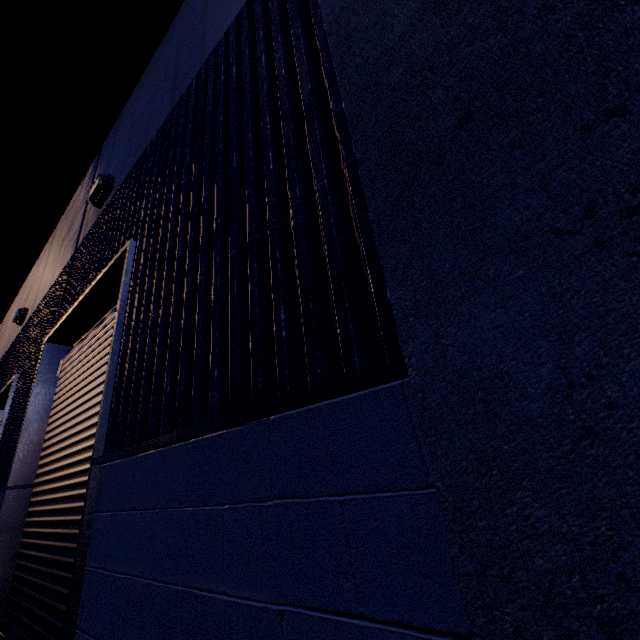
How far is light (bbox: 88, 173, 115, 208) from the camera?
4.5 meters

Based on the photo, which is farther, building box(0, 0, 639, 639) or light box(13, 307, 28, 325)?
light box(13, 307, 28, 325)

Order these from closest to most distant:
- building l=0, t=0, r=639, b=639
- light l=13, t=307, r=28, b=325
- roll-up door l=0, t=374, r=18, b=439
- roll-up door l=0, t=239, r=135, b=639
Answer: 1. building l=0, t=0, r=639, b=639
2. roll-up door l=0, t=239, r=135, b=639
3. roll-up door l=0, t=374, r=18, b=439
4. light l=13, t=307, r=28, b=325

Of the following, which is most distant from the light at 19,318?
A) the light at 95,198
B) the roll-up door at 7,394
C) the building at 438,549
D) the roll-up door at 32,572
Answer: the light at 95,198

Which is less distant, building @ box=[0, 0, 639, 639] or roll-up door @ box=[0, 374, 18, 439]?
building @ box=[0, 0, 639, 639]

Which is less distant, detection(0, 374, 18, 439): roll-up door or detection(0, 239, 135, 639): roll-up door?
detection(0, 239, 135, 639): roll-up door

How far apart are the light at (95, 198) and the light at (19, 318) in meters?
4.5 m

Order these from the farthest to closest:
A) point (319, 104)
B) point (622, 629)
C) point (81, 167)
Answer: point (81, 167) < point (319, 104) < point (622, 629)
